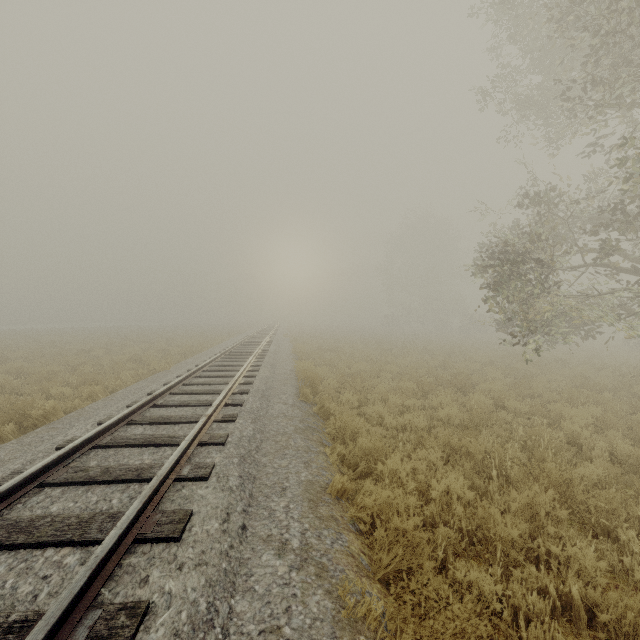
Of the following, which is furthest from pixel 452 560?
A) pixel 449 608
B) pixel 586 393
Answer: pixel 586 393
